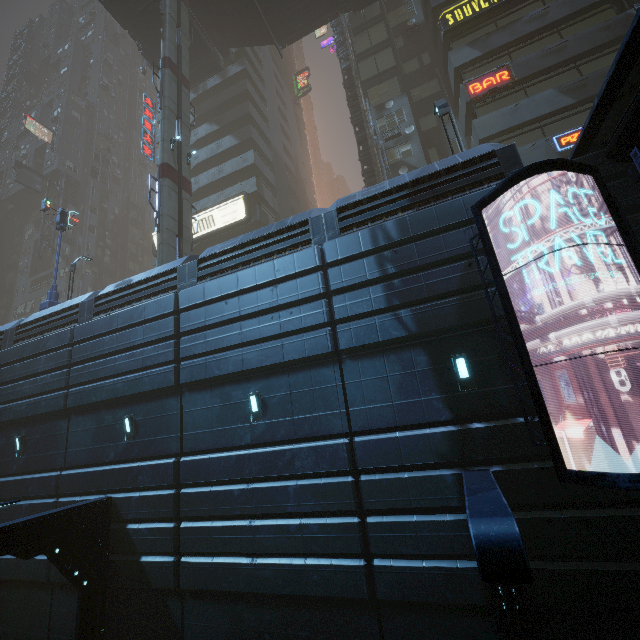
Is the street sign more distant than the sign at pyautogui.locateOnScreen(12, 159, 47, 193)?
No

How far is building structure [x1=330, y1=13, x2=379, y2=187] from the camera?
25.3 meters

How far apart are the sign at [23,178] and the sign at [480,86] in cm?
4969

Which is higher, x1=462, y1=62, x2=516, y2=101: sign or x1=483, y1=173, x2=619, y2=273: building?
x1=462, y1=62, x2=516, y2=101: sign

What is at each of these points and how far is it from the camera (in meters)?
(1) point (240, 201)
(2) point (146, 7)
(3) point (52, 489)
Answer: (1) sign, 27.25
(2) building structure, 26.30
(3) building, 12.40

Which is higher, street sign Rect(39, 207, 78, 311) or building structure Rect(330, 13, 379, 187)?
building structure Rect(330, 13, 379, 187)

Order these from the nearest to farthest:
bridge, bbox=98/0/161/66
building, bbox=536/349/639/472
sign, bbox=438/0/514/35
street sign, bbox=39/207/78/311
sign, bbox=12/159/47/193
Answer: building, bbox=536/349/639/472 < street sign, bbox=39/207/78/311 < sign, bbox=438/0/514/35 < bridge, bbox=98/0/161/66 < sign, bbox=12/159/47/193

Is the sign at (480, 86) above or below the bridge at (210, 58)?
below
